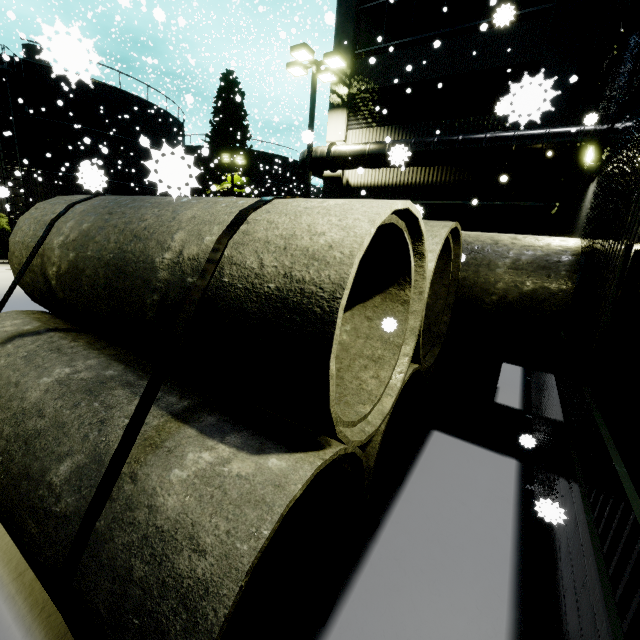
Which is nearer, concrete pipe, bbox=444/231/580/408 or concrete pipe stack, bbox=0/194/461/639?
concrete pipe stack, bbox=0/194/461/639

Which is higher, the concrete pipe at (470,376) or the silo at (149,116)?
the silo at (149,116)

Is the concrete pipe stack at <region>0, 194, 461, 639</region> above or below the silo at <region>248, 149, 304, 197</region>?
below

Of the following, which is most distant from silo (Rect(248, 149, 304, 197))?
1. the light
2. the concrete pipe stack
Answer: the concrete pipe stack

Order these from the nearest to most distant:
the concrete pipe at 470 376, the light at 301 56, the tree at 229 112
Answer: the concrete pipe at 470 376 < the light at 301 56 < the tree at 229 112

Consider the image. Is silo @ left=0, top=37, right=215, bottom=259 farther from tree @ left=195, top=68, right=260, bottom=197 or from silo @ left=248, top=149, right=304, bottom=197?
silo @ left=248, top=149, right=304, bottom=197

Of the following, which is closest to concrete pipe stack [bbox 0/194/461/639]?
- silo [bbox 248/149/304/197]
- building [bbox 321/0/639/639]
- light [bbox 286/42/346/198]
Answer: building [bbox 321/0/639/639]

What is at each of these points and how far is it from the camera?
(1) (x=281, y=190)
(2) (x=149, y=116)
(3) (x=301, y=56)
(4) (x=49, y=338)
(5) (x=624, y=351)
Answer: (1) silo, 39.0 meters
(2) silo, 24.6 meters
(3) light, 11.9 meters
(4) concrete pipe stack, 3.9 meters
(5) building, 2.9 meters
